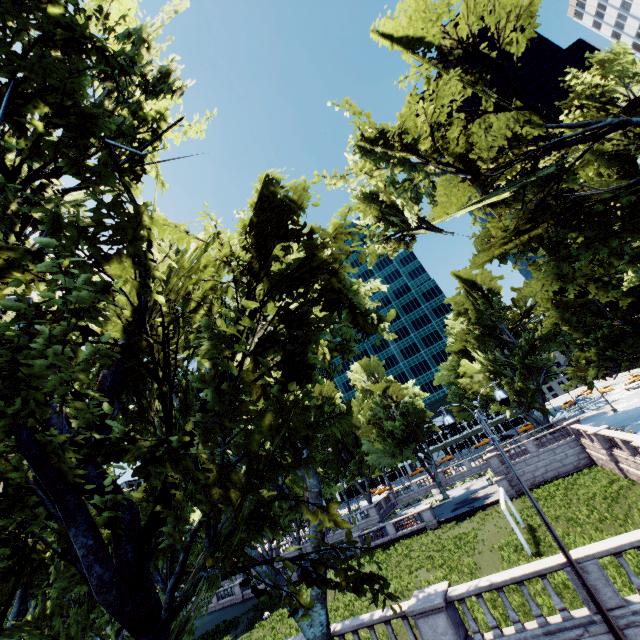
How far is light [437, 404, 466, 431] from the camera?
10.9m

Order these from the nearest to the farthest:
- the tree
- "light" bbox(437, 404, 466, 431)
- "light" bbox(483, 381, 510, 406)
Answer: the tree
"light" bbox(483, 381, 510, 406)
"light" bbox(437, 404, 466, 431)

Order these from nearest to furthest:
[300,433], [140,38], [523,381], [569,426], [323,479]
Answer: [300,433], [140,38], [569,426], [523,381], [323,479]

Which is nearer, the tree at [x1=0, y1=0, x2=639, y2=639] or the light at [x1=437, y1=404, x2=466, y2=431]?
the tree at [x1=0, y1=0, x2=639, y2=639]

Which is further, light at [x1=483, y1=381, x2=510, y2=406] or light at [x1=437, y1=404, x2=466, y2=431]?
light at [x1=437, y1=404, x2=466, y2=431]

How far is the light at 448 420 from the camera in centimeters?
1085cm
